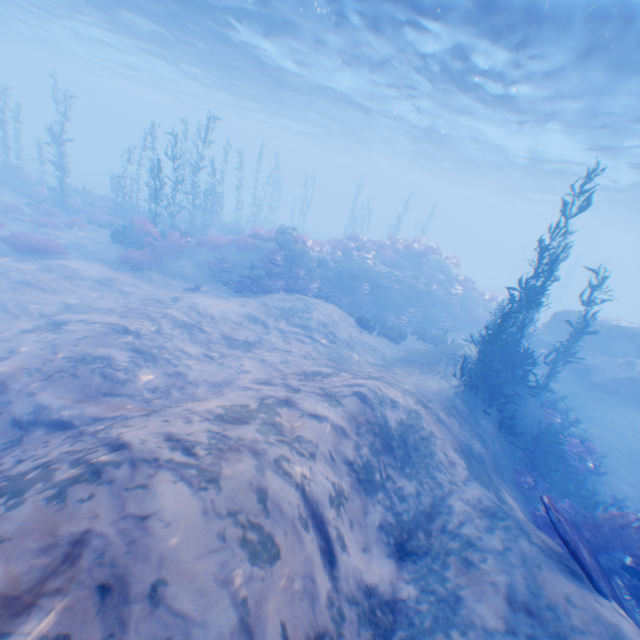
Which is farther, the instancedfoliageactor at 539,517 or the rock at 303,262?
the rock at 303,262

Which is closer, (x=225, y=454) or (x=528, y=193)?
(x=225, y=454)

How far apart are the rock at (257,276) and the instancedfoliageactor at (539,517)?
13.09m

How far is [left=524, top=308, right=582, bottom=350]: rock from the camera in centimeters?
1850cm

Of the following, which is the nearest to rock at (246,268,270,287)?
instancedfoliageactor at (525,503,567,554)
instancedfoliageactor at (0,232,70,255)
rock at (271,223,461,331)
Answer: rock at (271,223,461,331)

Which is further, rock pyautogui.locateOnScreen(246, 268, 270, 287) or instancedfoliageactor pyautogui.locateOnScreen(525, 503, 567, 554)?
rock pyautogui.locateOnScreen(246, 268, 270, 287)

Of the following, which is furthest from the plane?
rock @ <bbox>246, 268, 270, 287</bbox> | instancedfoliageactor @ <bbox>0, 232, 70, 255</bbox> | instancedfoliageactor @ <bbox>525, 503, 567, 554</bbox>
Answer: instancedfoliageactor @ <bbox>0, 232, 70, 255</bbox>

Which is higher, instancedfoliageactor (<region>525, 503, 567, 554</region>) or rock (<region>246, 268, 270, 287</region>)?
rock (<region>246, 268, 270, 287</region>)
